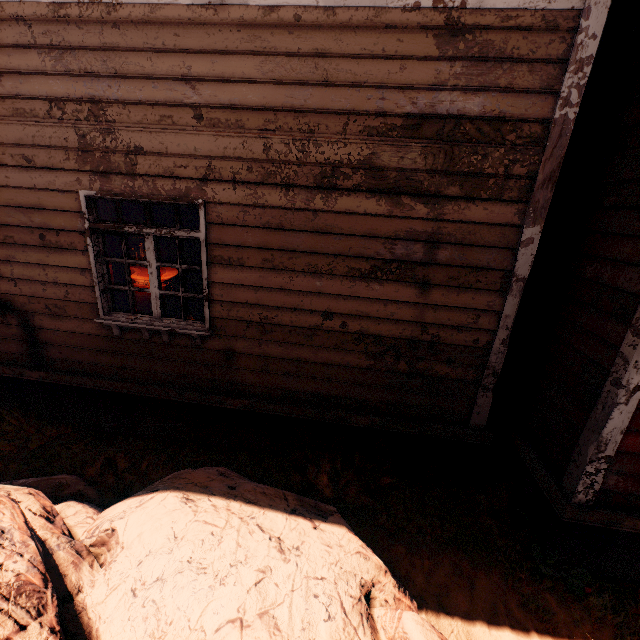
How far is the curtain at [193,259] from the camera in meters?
3.7 m

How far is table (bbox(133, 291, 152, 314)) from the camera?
5.8 meters

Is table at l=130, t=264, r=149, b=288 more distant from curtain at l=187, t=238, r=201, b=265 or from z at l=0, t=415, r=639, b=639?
z at l=0, t=415, r=639, b=639

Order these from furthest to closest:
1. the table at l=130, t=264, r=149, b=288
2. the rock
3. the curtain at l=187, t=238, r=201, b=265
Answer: the table at l=130, t=264, r=149, b=288, the curtain at l=187, t=238, r=201, b=265, the rock

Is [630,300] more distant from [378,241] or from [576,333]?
[378,241]

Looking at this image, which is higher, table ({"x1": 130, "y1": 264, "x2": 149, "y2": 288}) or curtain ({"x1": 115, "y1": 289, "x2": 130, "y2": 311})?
curtain ({"x1": 115, "y1": 289, "x2": 130, "y2": 311})
